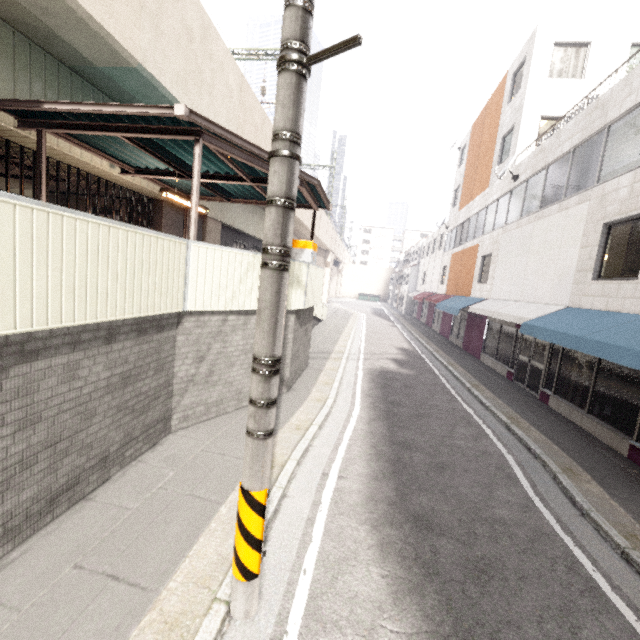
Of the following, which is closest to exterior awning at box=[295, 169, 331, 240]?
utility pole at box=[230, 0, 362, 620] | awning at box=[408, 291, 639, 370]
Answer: utility pole at box=[230, 0, 362, 620]

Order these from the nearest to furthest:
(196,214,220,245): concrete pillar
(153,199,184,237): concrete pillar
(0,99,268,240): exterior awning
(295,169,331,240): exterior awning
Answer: (0,99,268,240): exterior awning < (295,169,331,240): exterior awning < (153,199,184,237): concrete pillar < (196,214,220,245): concrete pillar

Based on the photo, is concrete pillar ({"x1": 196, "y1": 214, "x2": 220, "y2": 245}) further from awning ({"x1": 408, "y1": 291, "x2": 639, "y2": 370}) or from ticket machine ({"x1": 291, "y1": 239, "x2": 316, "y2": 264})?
awning ({"x1": 408, "y1": 291, "x2": 639, "y2": 370})

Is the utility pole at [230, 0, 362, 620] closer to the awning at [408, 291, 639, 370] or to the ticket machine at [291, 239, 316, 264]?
the awning at [408, 291, 639, 370]

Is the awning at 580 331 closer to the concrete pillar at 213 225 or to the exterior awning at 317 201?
the exterior awning at 317 201

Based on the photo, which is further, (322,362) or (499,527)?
(322,362)

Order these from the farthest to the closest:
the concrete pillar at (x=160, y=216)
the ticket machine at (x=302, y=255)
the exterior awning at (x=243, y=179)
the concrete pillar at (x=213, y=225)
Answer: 1. the concrete pillar at (x=213, y=225)
2. the concrete pillar at (x=160, y=216)
3. the ticket machine at (x=302, y=255)
4. the exterior awning at (x=243, y=179)

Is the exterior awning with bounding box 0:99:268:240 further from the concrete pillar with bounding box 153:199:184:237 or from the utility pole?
the utility pole
